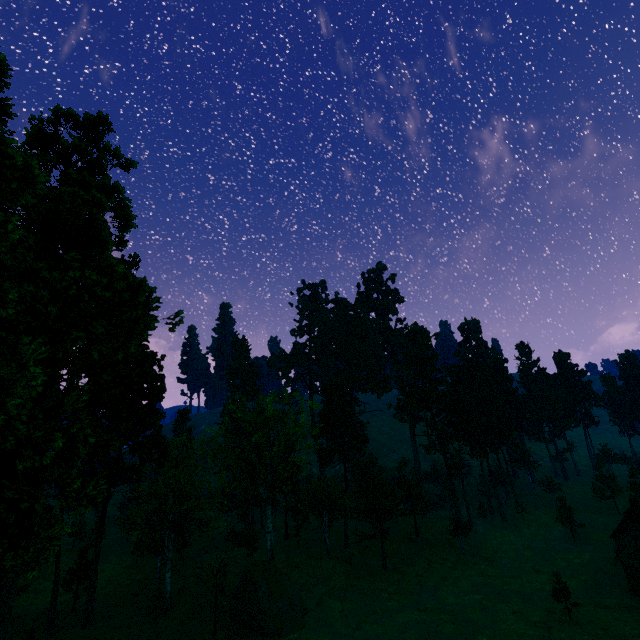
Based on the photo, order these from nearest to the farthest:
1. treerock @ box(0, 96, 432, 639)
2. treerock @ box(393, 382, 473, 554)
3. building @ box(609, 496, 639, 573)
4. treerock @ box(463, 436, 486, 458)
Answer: treerock @ box(0, 96, 432, 639) < building @ box(609, 496, 639, 573) < treerock @ box(393, 382, 473, 554) < treerock @ box(463, 436, 486, 458)

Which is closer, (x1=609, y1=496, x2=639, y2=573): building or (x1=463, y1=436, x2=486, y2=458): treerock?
(x1=609, y1=496, x2=639, y2=573): building

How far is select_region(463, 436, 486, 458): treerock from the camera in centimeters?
5741cm

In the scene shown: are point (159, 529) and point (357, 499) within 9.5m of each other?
no

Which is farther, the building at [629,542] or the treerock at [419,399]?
the treerock at [419,399]

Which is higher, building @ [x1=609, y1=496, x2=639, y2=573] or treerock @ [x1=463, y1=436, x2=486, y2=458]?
treerock @ [x1=463, y1=436, x2=486, y2=458]
